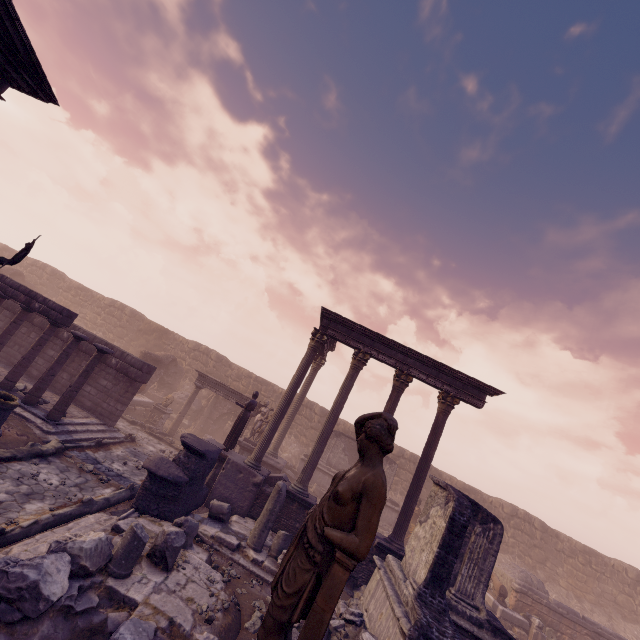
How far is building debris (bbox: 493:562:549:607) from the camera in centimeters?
1550cm

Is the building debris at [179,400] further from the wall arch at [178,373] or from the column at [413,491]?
the column at [413,491]

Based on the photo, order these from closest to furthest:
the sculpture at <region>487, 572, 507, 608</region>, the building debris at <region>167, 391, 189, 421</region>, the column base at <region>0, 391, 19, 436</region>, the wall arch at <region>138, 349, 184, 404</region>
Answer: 1. the column base at <region>0, 391, 19, 436</region>
2. the sculpture at <region>487, 572, 507, 608</region>
3. the wall arch at <region>138, 349, 184, 404</region>
4. the building debris at <region>167, 391, 189, 421</region>

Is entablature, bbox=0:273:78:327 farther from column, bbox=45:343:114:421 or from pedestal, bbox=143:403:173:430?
pedestal, bbox=143:403:173:430

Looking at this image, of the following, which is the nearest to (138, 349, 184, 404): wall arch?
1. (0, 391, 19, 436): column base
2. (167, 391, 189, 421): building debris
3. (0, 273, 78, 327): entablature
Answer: (167, 391, 189, 421): building debris

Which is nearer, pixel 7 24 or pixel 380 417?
pixel 380 417

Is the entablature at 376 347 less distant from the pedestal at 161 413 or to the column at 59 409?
the column at 59 409

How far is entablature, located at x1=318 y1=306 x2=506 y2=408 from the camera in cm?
1212
